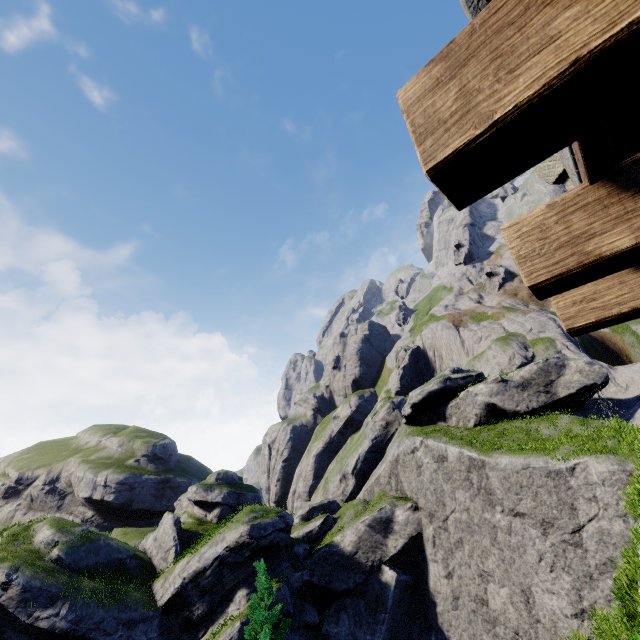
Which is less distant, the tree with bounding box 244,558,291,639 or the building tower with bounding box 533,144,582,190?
the building tower with bounding box 533,144,582,190

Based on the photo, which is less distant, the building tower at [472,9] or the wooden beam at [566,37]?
the wooden beam at [566,37]

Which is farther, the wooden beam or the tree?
the tree

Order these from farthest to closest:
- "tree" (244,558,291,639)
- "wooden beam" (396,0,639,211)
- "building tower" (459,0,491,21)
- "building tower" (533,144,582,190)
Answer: "tree" (244,558,291,639)
"building tower" (533,144,582,190)
"building tower" (459,0,491,21)
"wooden beam" (396,0,639,211)

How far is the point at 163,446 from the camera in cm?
5738

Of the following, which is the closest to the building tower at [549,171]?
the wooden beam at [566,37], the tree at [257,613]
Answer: the wooden beam at [566,37]

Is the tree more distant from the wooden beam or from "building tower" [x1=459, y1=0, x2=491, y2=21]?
the wooden beam

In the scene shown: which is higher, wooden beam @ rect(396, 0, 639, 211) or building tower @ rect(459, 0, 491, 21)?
building tower @ rect(459, 0, 491, 21)
